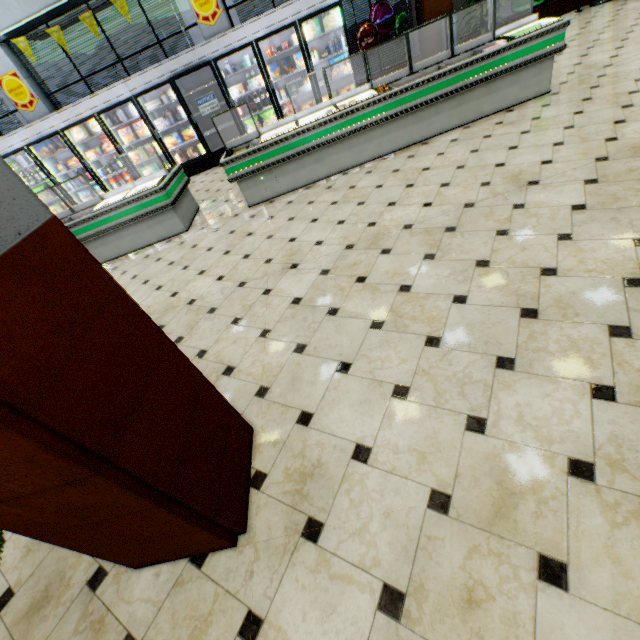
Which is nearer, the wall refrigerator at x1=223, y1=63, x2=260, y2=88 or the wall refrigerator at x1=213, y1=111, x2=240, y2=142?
the wall refrigerator at x1=223, y1=63, x2=260, y2=88

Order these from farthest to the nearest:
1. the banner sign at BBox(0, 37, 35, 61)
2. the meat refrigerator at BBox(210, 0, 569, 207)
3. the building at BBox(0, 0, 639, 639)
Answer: the banner sign at BBox(0, 37, 35, 61)
the meat refrigerator at BBox(210, 0, 569, 207)
the building at BBox(0, 0, 639, 639)

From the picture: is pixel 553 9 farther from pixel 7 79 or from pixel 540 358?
pixel 7 79

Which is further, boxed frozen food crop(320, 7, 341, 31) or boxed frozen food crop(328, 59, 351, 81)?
A: boxed frozen food crop(328, 59, 351, 81)

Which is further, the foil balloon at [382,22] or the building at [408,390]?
the foil balloon at [382,22]

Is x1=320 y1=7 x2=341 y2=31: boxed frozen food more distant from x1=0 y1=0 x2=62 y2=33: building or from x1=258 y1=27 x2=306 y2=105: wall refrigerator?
x1=0 y1=0 x2=62 y2=33: building

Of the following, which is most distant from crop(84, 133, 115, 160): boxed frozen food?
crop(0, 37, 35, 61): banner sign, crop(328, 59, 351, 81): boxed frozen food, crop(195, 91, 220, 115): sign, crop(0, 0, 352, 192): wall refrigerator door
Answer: crop(328, 59, 351, 81): boxed frozen food

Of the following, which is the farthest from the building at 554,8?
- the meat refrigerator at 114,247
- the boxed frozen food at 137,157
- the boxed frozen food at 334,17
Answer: the boxed frozen food at 334,17
